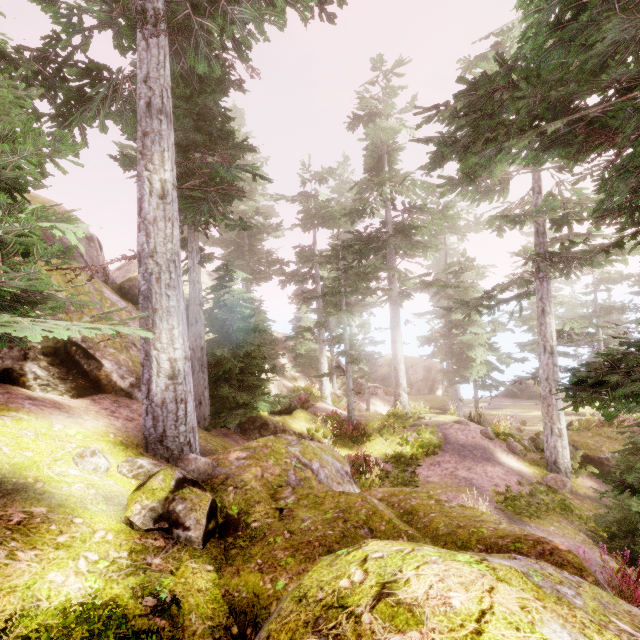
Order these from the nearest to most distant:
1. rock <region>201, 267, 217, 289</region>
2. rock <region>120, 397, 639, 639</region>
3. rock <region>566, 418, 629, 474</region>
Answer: rock <region>120, 397, 639, 639</region> < rock <region>566, 418, 629, 474</region> < rock <region>201, 267, 217, 289</region>

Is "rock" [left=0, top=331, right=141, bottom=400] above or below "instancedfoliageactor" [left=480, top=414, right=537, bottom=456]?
above

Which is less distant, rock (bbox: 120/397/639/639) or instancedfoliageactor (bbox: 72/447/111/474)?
rock (bbox: 120/397/639/639)

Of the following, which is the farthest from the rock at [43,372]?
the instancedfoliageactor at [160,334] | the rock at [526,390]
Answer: the rock at [526,390]

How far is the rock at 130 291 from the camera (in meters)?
9.86

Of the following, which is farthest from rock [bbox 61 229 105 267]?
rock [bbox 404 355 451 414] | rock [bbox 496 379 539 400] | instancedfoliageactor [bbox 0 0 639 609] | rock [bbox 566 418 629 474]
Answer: rock [bbox 496 379 539 400]

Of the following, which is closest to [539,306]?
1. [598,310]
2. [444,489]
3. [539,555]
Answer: [444,489]

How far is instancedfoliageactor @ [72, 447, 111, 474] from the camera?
5.20m
